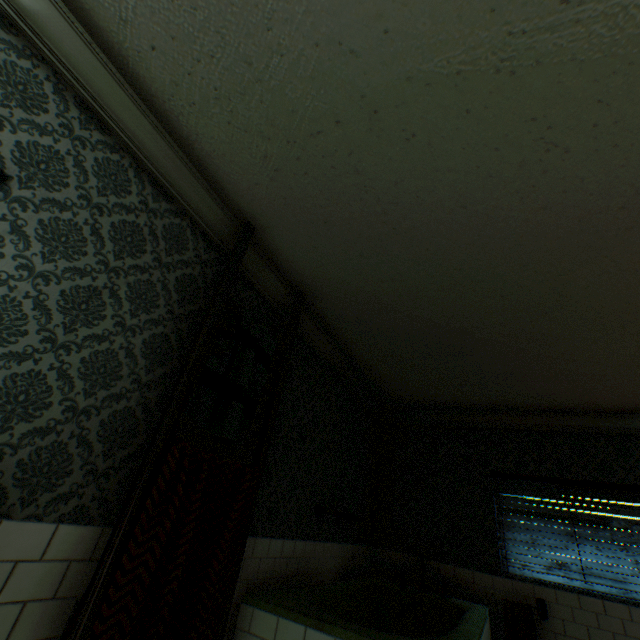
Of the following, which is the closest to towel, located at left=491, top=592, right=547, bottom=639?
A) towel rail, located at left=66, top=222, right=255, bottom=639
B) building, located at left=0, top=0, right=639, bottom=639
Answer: building, located at left=0, top=0, right=639, bottom=639

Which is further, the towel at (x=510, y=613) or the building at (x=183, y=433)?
the towel at (x=510, y=613)

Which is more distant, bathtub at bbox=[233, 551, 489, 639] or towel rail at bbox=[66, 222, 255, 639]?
bathtub at bbox=[233, 551, 489, 639]

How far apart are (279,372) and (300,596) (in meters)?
1.79

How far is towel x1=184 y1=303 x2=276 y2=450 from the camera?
1.9m

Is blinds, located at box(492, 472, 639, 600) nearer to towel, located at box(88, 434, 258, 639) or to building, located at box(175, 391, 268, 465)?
building, located at box(175, 391, 268, 465)

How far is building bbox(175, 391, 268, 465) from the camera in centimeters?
202cm

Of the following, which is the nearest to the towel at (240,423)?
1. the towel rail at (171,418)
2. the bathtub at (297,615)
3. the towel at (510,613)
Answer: the towel rail at (171,418)
